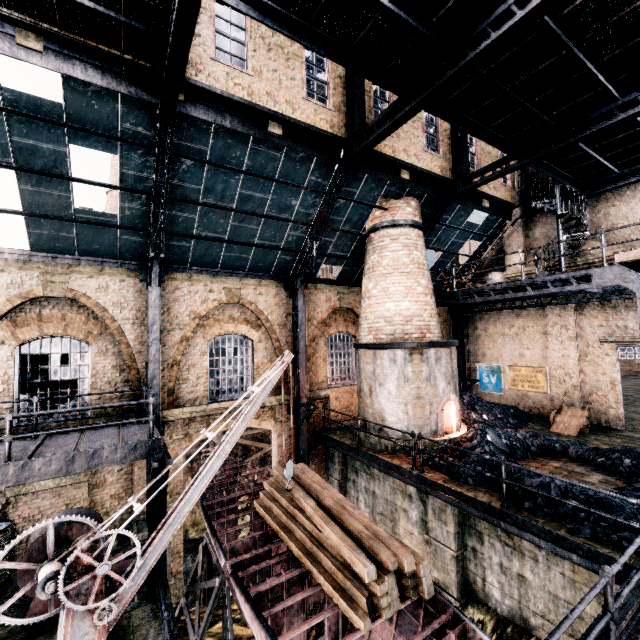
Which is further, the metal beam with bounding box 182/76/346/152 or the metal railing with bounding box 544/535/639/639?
the metal beam with bounding box 182/76/346/152

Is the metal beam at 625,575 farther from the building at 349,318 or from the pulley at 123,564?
the pulley at 123,564

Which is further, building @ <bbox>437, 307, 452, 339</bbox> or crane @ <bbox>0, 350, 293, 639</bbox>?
building @ <bbox>437, 307, 452, 339</bbox>

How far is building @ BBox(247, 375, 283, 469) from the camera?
14.3m

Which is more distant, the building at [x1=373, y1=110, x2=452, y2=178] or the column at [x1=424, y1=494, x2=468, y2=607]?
the building at [x1=373, y1=110, x2=452, y2=178]

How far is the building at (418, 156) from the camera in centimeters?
1295cm

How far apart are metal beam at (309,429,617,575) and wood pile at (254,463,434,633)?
1.92m

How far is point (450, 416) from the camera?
13.4m
